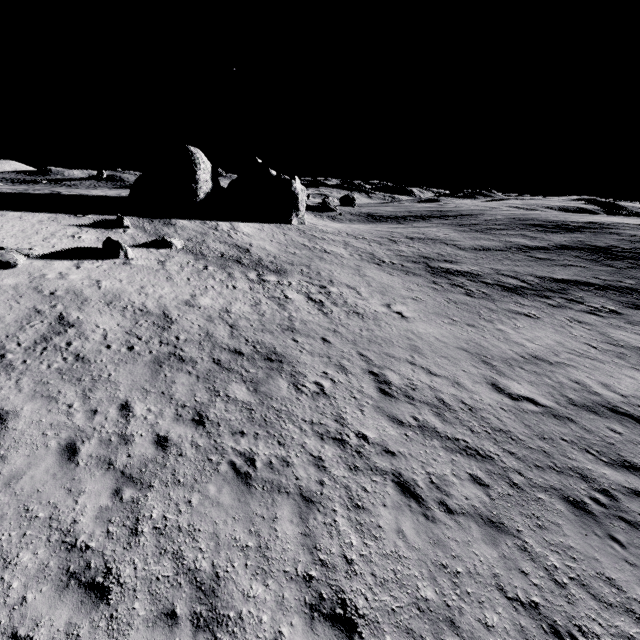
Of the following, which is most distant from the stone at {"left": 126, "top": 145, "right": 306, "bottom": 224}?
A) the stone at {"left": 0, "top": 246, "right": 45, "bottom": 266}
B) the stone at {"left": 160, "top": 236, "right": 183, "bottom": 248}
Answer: the stone at {"left": 0, "top": 246, "right": 45, "bottom": 266}

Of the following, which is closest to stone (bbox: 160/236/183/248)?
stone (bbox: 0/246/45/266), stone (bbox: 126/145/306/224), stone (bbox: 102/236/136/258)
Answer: stone (bbox: 102/236/136/258)

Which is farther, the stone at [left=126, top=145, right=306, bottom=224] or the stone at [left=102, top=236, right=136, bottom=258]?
the stone at [left=126, top=145, right=306, bottom=224]

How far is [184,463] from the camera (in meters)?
7.80

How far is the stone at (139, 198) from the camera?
31.9m

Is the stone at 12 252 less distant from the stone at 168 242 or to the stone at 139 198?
the stone at 168 242

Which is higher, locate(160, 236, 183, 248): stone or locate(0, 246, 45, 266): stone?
locate(0, 246, 45, 266): stone

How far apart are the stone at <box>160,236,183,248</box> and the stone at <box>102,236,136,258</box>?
2.9 meters
